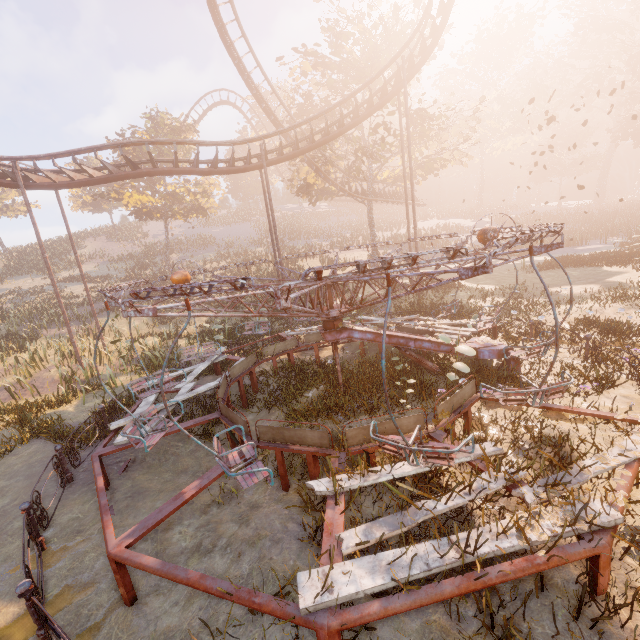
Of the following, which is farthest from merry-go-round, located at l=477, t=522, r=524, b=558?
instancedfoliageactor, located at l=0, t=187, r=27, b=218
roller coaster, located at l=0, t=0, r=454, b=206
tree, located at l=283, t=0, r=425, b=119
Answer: tree, located at l=283, t=0, r=425, b=119

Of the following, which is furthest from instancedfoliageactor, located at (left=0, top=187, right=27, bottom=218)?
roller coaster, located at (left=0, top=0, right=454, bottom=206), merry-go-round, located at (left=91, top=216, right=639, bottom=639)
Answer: merry-go-round, located at (left=91, top=216, right=639, bottom=639)

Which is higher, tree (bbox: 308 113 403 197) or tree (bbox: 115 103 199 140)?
tree (bbox: 115 103 199 140)

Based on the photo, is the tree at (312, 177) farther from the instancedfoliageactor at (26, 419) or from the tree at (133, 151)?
the instancedfoliageactor at (26, 419)

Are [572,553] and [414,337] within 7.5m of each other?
yes

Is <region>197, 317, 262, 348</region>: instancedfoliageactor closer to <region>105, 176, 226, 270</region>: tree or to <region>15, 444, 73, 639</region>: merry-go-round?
<region>15, 444, 73, 639</region>: merry-go-round

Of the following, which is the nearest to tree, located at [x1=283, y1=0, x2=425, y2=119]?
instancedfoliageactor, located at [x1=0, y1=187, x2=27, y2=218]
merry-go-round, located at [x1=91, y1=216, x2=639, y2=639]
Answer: merry-go-round, located at [x1=91, y1=216, x2=639, y2=639]

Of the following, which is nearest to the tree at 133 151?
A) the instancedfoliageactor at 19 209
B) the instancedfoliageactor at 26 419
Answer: the instancedfoliageactor at 19 209
